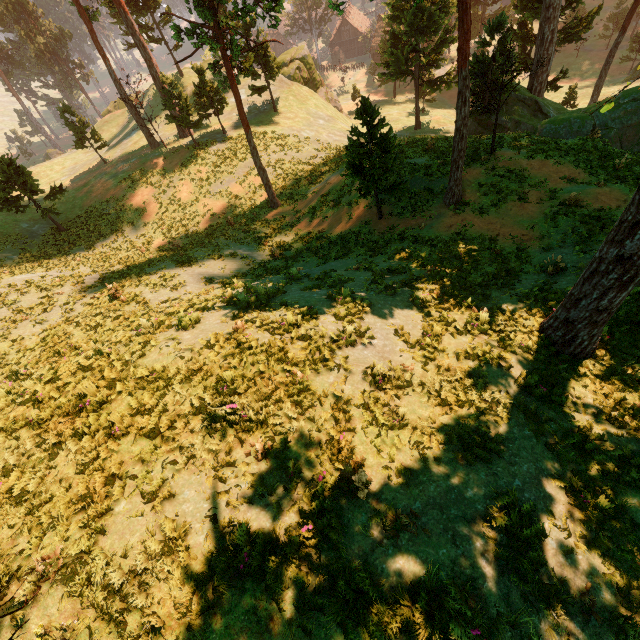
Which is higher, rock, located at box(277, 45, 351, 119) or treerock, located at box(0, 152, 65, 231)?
treerock, located at box(0, 152, 65, 231)

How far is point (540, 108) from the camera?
27.41m

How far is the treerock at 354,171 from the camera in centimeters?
1452cm

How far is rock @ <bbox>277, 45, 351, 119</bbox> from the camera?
42.2 meters

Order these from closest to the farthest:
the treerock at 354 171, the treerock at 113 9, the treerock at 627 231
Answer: the treerock at 627 231 < the treerock at 354 171 < the treerock at 113 9

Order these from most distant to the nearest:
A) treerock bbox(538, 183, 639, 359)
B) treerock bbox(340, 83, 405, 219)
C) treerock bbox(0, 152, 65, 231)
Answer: treerock bbox(0, 152, 65, 231), treerock bbox(340, 83, 405, 219), treerock bbox(538, 183, 639, 359)

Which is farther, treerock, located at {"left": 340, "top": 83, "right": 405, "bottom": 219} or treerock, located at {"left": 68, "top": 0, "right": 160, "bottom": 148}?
treerock, located at {"left": 68, "top": 0, "right": 160, "bottom": 148}

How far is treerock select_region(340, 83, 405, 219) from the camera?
14.5 meters
